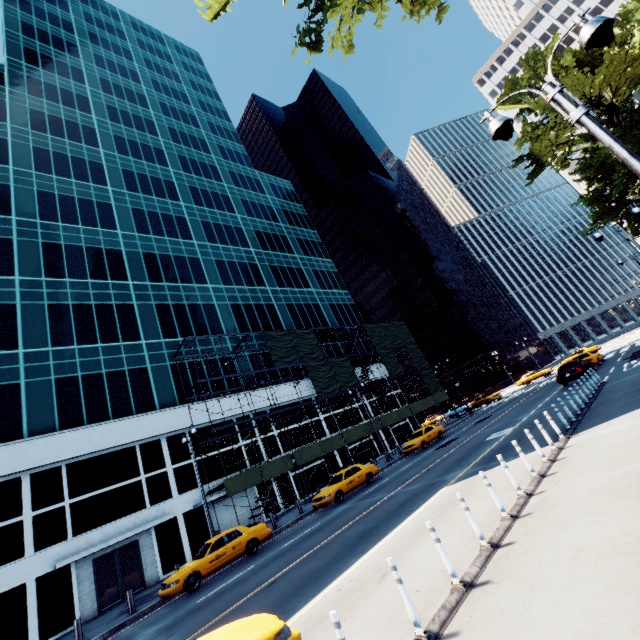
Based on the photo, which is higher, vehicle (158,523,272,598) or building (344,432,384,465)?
building (344,432,384,465)

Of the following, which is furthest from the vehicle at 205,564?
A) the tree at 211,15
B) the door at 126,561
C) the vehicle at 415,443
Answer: the tree at 211,15

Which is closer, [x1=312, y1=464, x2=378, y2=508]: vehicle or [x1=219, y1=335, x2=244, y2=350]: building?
[x1=312, y1=464, x2=378, y2=508]: vehicle

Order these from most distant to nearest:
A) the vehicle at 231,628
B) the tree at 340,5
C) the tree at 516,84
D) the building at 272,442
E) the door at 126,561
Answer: the building at 272,442 → the tree at 516,84 → the door at 126,561 → the tree at 340,5 → the vehicle at 231,628

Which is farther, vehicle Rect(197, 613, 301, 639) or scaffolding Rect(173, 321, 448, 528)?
scaffolding Rect(173, 321, 448, 528)

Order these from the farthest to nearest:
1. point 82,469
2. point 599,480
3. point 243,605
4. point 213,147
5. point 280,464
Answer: point 213,147, point 280,464, point 82,469, point 243,605, point 599,480

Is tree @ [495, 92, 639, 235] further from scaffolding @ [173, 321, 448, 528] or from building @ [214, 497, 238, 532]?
building @ [214, 497, 238, 532]

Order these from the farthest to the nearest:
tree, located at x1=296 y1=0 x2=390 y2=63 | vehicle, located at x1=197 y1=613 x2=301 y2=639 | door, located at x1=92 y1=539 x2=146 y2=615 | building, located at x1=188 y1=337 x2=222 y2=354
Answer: building, located at x1=188 y1=337 x2=222 y2=354 → door, located at x1=92 y1=539 x2=146 y2=615 → tree, located at x1=296 y1=0 x2=390 y2=63 → vehicle, located at x1=197 y1=613 x2=301 y2=639
